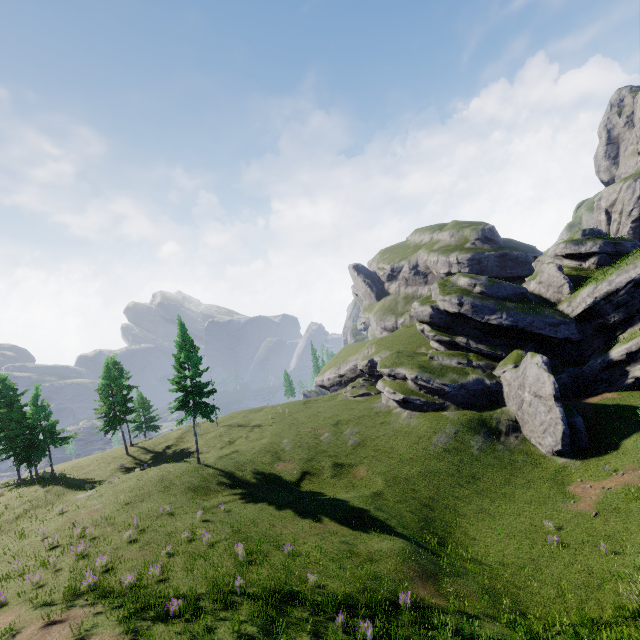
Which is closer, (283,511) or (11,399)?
(283,511)
